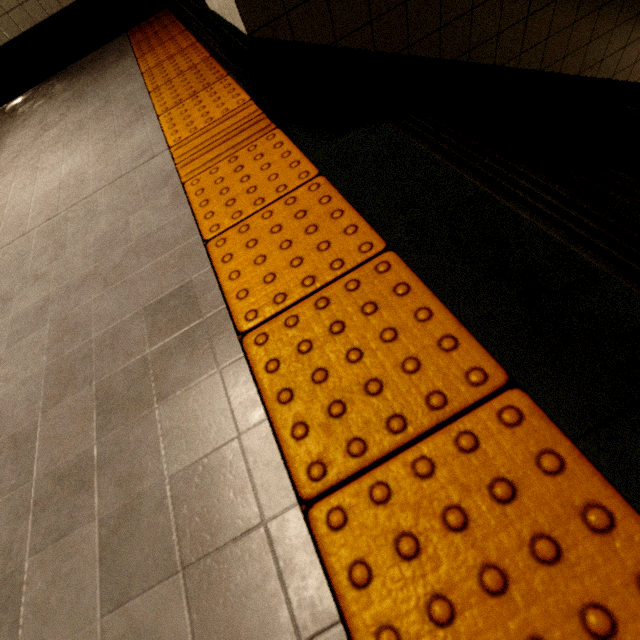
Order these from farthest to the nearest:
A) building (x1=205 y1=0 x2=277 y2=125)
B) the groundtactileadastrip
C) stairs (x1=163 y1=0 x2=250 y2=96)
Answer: stairs (x1=163 y1=0 x2=250 y2=96), building (x1=205 y1=0 x2=277 y2=125), the groundtactileadastrip

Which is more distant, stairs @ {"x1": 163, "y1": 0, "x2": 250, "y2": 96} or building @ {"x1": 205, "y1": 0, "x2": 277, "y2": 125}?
stairs @ {"x1": 163, "y1": 0, "x2": 250, "y2": 96}

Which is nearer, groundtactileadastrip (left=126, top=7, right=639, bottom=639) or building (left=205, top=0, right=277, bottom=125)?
groundtactileadastrip (left=126, top=7, right=639, bottom=639)

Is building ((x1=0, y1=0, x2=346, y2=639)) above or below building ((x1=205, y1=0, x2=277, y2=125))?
below

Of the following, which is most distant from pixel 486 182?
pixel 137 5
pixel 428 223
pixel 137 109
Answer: pixel 137 5

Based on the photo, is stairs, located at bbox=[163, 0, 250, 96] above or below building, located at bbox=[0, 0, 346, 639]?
above

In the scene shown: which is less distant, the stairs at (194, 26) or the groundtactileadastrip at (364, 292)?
the groundtactileadastrip at (364, 292)

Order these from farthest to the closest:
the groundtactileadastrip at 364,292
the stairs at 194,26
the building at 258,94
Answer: the stairs at 194,26 → the building at 258,94 → the groundtactileadastrip at 364,292
